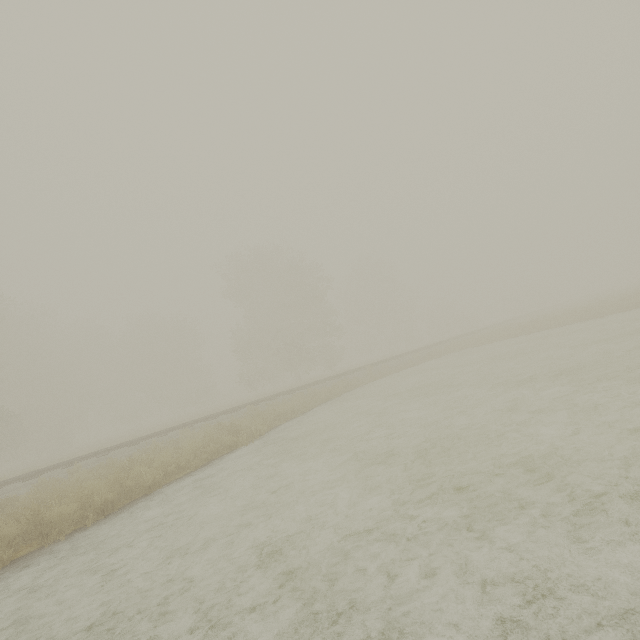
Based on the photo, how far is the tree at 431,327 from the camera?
55.97m

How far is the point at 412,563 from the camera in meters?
3.3 m

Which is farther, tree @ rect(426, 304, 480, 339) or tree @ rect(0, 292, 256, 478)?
A: tree @ rect(426, 304, 480, 339)

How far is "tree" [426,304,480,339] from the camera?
55.97m

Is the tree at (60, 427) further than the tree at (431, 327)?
No
